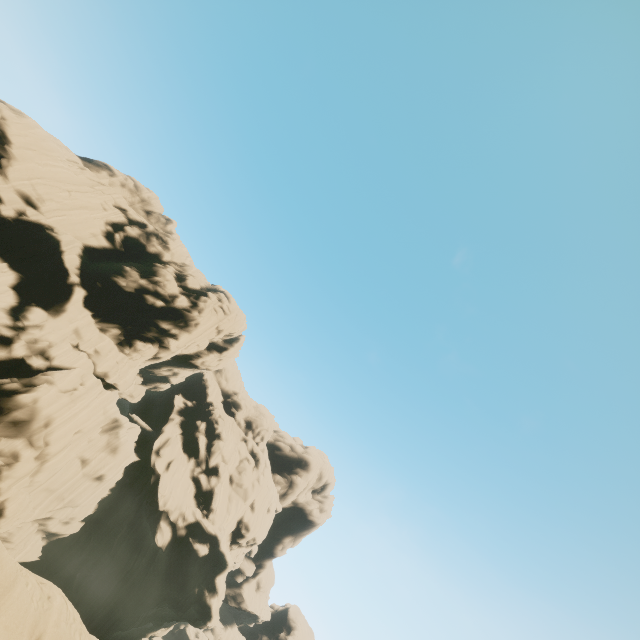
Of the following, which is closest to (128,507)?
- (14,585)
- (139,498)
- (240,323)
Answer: (139,498)
